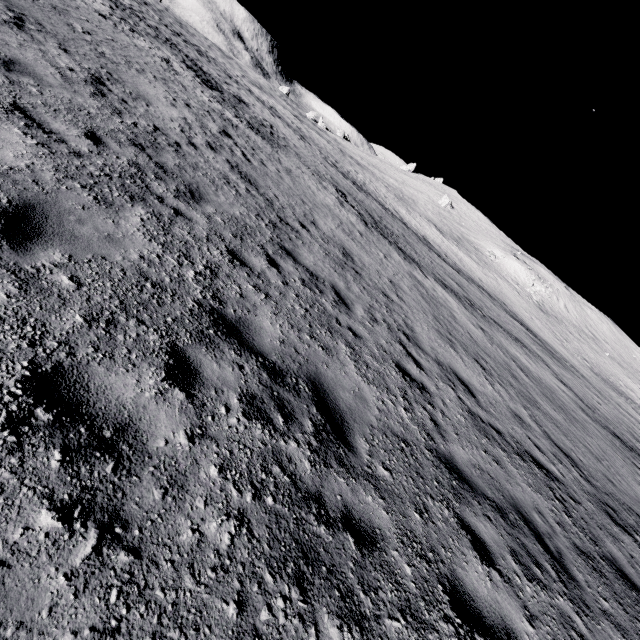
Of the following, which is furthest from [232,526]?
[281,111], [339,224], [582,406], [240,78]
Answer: [240,78]
